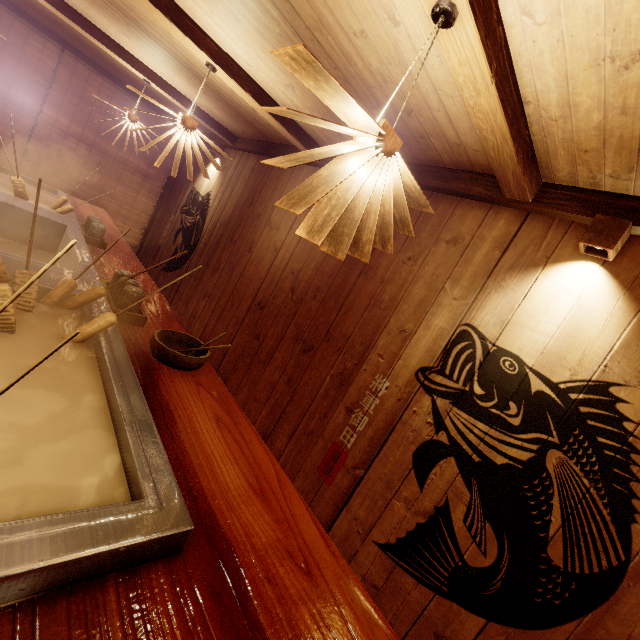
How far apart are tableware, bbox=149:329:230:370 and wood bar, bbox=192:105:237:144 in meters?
6.3 m

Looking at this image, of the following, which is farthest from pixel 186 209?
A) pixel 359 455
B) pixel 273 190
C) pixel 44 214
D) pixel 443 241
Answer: pixel 359 455

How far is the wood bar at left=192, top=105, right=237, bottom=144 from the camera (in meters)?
7.29

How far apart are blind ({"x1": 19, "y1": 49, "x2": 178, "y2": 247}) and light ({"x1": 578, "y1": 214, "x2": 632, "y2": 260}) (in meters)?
11.42

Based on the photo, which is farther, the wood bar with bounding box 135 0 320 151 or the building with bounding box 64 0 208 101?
the building with bounding box 64 0 208 101

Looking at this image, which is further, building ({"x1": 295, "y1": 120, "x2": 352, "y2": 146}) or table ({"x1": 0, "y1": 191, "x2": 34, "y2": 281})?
building ({"x1": 295, "y1": 120, "x2": 352, "y2": 146})

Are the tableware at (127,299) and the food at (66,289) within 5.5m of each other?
yes

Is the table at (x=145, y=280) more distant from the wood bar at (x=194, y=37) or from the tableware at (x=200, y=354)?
the wood bar at (x=194, y=37)
